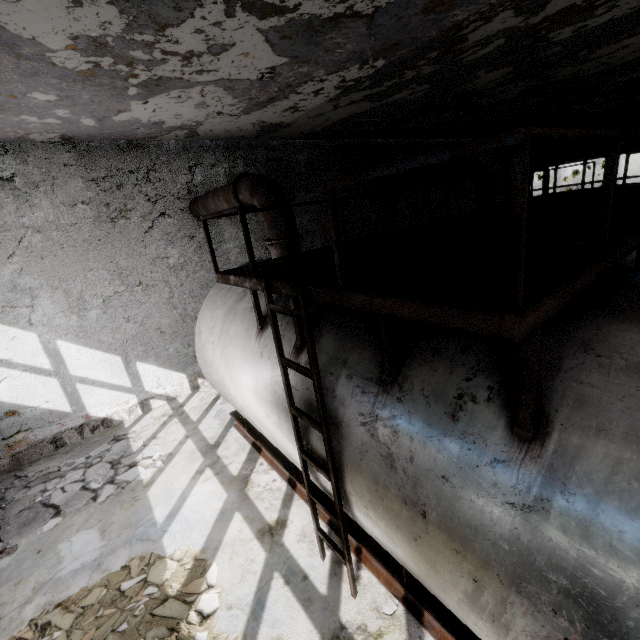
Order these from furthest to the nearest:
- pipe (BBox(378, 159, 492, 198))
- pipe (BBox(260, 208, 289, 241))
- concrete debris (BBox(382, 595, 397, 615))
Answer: pipe (BBox(378, 159, 492, 198)) → pipe (BBox(260, 208, 289, 241)) → concrete debris (BBox(382, 595, 397, 615))

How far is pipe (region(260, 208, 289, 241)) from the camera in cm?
575

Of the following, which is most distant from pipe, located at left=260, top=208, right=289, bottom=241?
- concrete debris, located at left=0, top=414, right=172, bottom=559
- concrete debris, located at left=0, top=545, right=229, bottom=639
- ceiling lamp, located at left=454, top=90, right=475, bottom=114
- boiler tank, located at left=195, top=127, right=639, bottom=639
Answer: concrete debris, located at left=0, top=545, right=229, bottom=639

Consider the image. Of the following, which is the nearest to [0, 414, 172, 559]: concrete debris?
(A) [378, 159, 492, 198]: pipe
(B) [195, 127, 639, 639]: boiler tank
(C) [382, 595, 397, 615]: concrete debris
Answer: Result: (B) [195, 127, 639, 639]: boiler tank

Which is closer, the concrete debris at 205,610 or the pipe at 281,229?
the concrete debris at 205,610

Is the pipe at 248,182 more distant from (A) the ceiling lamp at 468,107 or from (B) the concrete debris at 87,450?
(B) the concrete debris at 87,450

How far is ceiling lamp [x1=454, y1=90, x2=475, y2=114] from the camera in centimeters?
816cm

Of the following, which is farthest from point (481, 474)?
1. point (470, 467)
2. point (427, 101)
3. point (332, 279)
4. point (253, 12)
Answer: point (427, 101)
